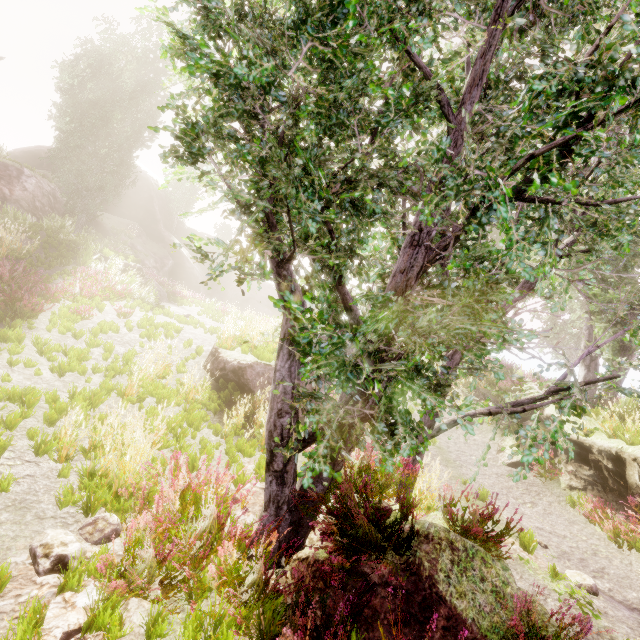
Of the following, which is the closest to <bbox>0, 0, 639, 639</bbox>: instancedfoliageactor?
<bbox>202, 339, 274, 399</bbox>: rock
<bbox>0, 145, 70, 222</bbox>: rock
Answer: <bbox>0, 145, 70, 222</bbox>: rock

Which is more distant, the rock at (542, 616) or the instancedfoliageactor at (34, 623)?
the rock at (542, 616)

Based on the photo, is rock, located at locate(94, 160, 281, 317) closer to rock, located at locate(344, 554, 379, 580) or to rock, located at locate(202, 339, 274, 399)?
rock, located at locate(202, 339, 274, 399)

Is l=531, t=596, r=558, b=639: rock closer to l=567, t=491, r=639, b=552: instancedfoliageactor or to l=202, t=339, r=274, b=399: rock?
l=567, t=491, r=639, b=552: instancedfoliageactor

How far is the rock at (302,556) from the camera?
3.8m

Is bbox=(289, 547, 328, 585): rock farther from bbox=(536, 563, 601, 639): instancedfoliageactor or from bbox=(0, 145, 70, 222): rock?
bbox=(0, 145, 70, 222): rock

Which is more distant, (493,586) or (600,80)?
(493,586)

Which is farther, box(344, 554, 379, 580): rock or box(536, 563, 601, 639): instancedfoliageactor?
box(344, 554, 379, 580): rock
